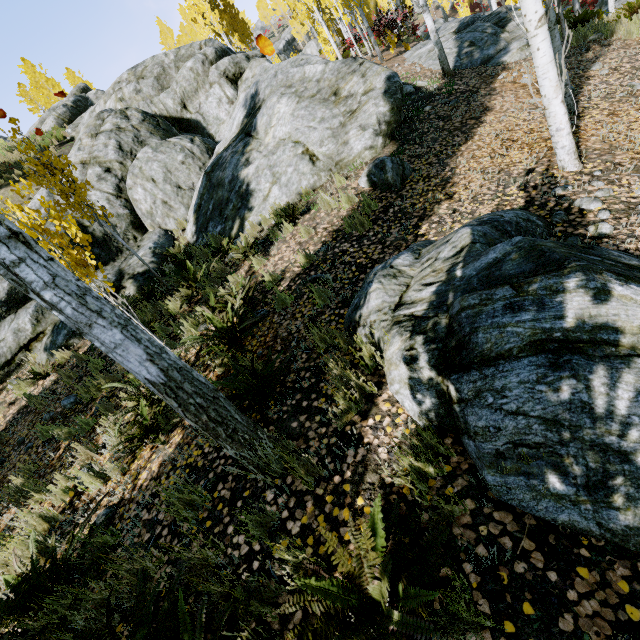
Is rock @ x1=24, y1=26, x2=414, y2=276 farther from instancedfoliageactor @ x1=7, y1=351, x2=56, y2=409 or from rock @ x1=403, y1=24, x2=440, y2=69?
rock @ x1=403, y1=24, x2=440, y2=69

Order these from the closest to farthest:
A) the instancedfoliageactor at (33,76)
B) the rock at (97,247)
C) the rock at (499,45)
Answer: the rock at (97,247) → the rock at (499,45) → the instancedfoliageactor at (33,76)

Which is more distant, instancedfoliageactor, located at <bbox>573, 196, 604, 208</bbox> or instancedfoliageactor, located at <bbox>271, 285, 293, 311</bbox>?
instancedfoliageactor, located at <bbox>271, 285, 293, 311</bbox>

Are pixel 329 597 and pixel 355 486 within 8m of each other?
yes

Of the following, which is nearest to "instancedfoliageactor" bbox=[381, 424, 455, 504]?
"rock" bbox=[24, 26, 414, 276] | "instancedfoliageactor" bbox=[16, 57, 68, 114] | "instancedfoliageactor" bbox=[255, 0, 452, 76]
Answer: "rock" bbox=[24, 26, 414, 276]

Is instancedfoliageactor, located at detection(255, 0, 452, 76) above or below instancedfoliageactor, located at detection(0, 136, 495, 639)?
above

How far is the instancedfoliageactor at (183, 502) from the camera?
2.6m
